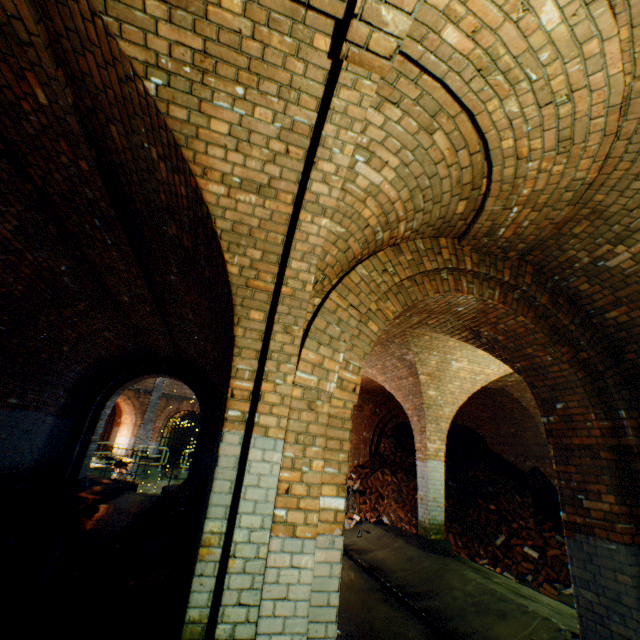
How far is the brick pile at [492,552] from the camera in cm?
808

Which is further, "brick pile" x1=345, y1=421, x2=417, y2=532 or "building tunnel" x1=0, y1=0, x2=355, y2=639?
"brick pile" x1=345, y1=421, x2=417, y2=532

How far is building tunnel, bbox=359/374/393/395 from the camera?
11.6 meters

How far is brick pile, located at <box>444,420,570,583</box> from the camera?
8.08m

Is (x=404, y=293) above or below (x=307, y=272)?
above

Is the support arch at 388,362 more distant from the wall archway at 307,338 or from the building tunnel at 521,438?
the building tunnel at 521,438

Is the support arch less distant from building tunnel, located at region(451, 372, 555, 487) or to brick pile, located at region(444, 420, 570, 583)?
building tunnel, located at region(451, 372, 555, 487)

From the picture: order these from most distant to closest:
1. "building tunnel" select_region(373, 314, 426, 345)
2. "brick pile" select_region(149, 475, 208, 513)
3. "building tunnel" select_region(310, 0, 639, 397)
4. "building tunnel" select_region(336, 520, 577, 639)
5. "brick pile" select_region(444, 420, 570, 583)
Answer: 1. "brick pile" select_region(149, 475, 208, 513)
2. "brick pile" select_region(444, 420, 570, 583)
3. "building tunnel" select_region(373, 314, 426, 345)
4. "building tunnel" select_region(336, 520, 577, 639)
5. "building tunnel" select_region(310, 0, 639, 397)
